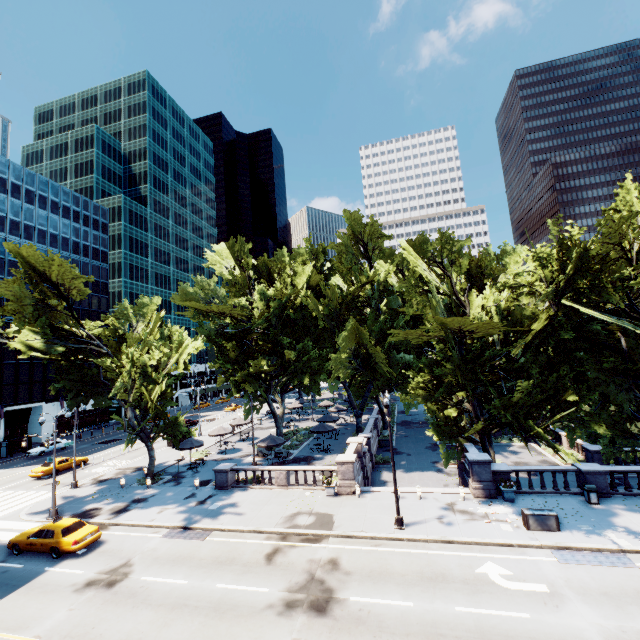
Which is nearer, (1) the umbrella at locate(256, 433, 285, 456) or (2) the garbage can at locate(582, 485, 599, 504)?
(2) the garbage can at locate(582, 485, 599, 504)

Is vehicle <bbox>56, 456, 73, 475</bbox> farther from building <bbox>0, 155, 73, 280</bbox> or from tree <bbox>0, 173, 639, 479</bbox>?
building <bbox>0, 155, 73, 280</bbox>

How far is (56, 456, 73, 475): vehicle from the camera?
33.69m

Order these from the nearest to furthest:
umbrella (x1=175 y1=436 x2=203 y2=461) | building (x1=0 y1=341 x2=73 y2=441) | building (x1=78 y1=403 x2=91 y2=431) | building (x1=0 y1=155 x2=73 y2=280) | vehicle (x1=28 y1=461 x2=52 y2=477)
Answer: umbrella (x1=175 y1=436 x2=203 y2=461)
vehicle (x1=28 y1=461 x2=52 y2=477)
building (x1=0 y1=341 x2=73 y2=441)
building (x1=0 y1=155 x2=73 y2=280)
building (x1=78 y1=403 x2=91 y2=431)

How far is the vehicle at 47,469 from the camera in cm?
3231

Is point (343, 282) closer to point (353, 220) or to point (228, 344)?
point (353, 220)

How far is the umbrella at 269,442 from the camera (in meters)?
29.75

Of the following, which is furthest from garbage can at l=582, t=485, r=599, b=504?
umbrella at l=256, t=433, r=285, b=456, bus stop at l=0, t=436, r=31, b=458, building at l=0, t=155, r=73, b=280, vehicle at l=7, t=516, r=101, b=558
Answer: building at l=0, t=155, r=73, b=280
